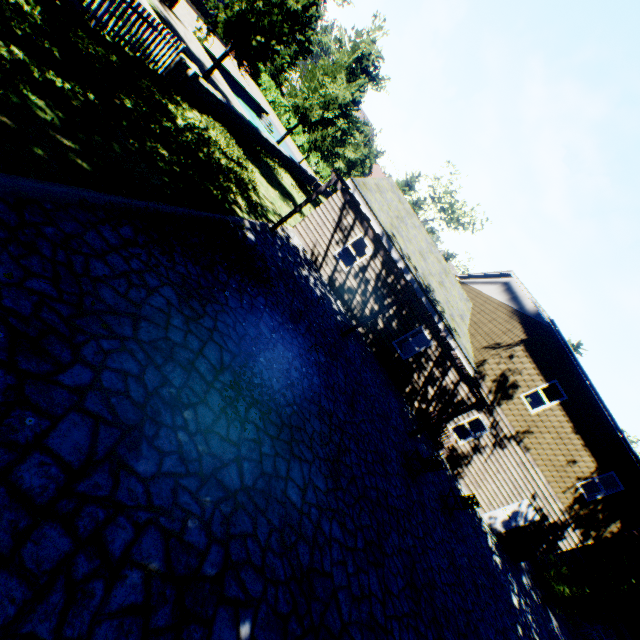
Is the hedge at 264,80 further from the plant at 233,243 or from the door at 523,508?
the door at 523,508

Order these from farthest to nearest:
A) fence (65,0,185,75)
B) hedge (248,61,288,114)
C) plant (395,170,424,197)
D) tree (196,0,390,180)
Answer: hedge (248,61,288,114) < plant (395,170,424,197) < tree (196,0,390,180) < fence (65,0,185,75)

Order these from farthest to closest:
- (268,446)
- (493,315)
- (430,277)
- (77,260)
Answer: (493,315) < (430,277) < (268,446) < (77,260)

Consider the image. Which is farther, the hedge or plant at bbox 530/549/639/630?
the hedge

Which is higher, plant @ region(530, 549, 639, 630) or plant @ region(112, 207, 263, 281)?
plant @ region(530, 549, 639, 630)

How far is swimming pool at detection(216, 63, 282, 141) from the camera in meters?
25.9 m

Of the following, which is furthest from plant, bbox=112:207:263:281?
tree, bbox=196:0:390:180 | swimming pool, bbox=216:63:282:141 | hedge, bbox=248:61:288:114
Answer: hedge, bbox=248:61:288:114

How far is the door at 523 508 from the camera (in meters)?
15.54
